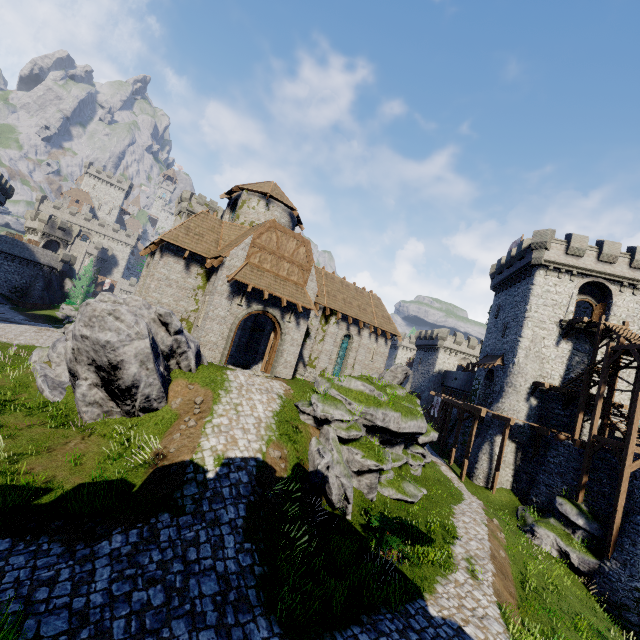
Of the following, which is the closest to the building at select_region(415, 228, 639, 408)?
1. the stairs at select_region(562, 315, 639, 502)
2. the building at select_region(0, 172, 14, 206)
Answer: the stairs at select_region(562, 315, 639, 502)

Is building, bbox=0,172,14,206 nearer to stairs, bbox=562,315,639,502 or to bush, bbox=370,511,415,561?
bush, bbox=370,511,415,561

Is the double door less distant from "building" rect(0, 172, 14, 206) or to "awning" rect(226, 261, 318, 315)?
"awning" rect(226, 261, 318, 315)

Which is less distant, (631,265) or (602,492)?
(602,492)

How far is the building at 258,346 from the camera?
23.3m

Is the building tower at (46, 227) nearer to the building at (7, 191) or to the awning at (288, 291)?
the building at (7, 191)

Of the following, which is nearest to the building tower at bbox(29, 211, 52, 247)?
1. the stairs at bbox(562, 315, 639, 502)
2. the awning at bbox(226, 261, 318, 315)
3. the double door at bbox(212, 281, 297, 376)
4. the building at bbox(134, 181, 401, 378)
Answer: the building at bbox(134, 181, 401, 378)

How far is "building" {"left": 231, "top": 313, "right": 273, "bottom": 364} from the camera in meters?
23.3 m
